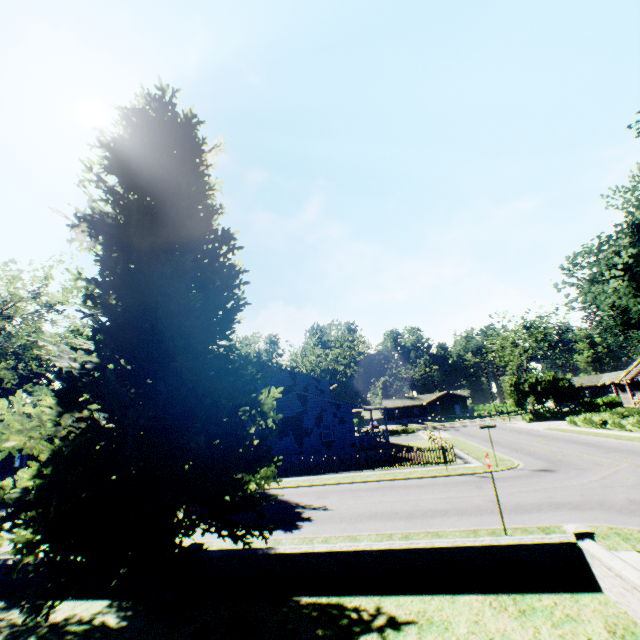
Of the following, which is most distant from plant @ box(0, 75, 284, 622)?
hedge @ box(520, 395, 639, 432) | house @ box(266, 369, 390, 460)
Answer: hedge @ box(520, 395, 639, 432)

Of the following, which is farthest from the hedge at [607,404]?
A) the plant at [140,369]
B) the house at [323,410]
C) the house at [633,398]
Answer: the house at [323,410]

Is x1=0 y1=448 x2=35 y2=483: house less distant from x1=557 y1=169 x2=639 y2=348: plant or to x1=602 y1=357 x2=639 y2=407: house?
x1=557 y1=169 x2=639 y2=348: plant

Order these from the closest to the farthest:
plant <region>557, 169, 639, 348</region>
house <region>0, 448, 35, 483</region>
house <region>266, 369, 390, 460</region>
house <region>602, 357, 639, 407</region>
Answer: plant <region>557, 169, 639, 348</region>, house <region>266, 369, 390, 460</region>, house <region>602, 357, 639, 407</region>, house <region>0, 448, 35, 483</region>

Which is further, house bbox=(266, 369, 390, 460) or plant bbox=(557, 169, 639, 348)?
house bbox=(266, 369, 390, 460)

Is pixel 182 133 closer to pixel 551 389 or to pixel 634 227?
pixel 634 227

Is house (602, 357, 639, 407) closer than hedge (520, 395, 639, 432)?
No

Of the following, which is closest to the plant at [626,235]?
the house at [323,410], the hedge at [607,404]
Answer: the house at [323,410]
